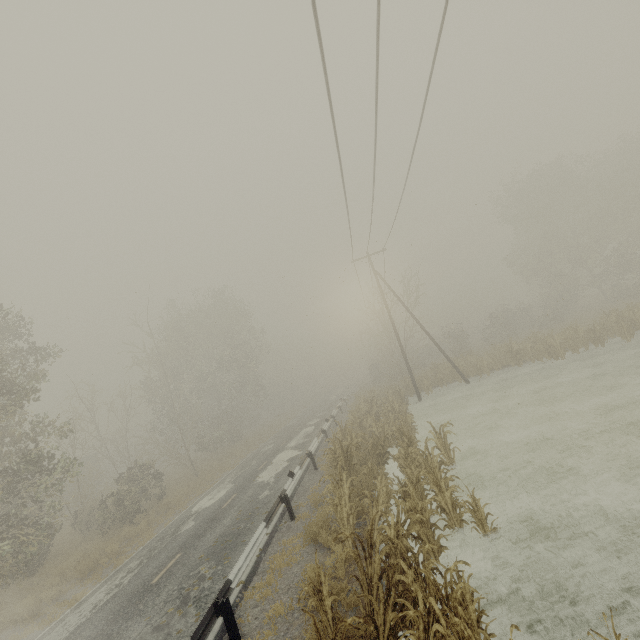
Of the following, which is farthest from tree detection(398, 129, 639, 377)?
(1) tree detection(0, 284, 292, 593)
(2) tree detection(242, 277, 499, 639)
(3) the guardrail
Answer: (1) tree detection(0, 284, 292, 593)

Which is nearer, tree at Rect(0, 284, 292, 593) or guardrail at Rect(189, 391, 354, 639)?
guardrail at Rect(189, 391, 354, 639)

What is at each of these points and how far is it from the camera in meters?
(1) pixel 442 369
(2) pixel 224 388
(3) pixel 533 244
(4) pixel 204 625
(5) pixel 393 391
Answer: (1) tree, 26.8
(2) tree, 37.2
(3) tree, 41.2
(4) guardrail, 6.2
(5) tree, 27.2

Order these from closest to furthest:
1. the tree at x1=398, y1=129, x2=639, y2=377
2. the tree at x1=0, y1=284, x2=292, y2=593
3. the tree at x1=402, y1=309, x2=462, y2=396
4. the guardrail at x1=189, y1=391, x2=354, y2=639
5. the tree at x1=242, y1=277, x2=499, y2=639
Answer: the tree at x1=242, y1=277, x2=499, y2=639 → the guardrail at x1=189, y1=391, x2=354, y2=639 → the tree at x1=0, y1=284, x2=292, y2=593 → the tree at x1=398, y1=129, x2=639, y2=377 → the tree at x1=402, y1=309, x2=462, y2=396

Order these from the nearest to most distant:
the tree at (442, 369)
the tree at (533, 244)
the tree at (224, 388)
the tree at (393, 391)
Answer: the tree at (393, 391)
the tree at (224, 388)
the tree at (533, 244)
the tree at (442, 369)

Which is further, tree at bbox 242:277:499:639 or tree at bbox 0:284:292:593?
tree at bbox 0:284:292:593

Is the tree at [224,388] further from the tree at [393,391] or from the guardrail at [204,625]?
the tree at [393,391]

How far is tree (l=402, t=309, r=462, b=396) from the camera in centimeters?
2558cm
